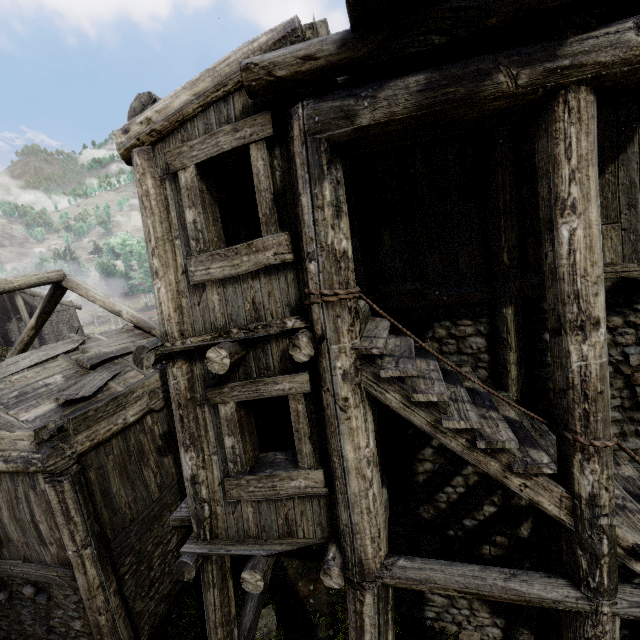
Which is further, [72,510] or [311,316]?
[72,510]
